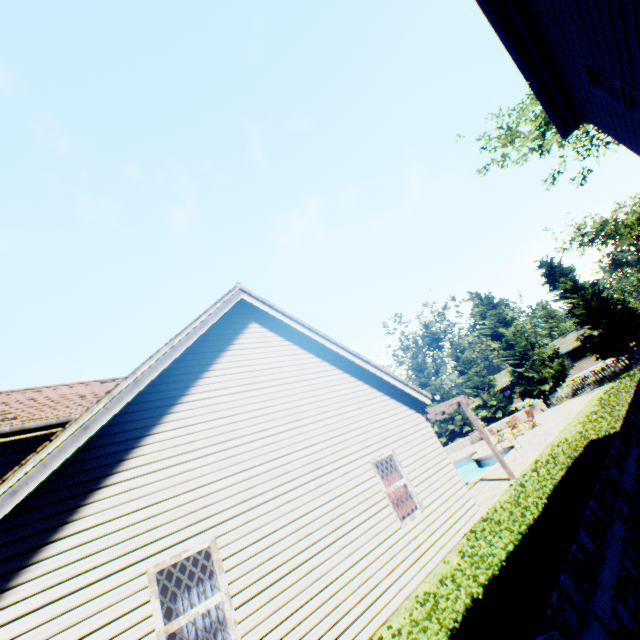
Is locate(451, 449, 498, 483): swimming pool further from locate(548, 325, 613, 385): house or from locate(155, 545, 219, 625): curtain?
locate(548, 325, 613, 385): house

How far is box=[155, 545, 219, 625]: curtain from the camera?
4.8m

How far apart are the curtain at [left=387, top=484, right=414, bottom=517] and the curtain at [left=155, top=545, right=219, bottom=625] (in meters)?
4.10

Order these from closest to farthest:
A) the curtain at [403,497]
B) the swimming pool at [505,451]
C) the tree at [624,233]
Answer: the curtain at [403,497]
the swimming pool at [505,451]
the tree at [624,233]

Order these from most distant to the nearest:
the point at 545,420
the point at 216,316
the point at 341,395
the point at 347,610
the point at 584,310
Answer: the point at 584,310 < the point at 545,420 < the point at 341,395 < the point at 216,316 < the point at 347,610

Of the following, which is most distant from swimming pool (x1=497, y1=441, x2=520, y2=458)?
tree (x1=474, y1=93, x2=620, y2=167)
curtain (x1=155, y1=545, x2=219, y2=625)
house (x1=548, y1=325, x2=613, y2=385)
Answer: house (x1=548, y1=325, x2=613, y2=385)

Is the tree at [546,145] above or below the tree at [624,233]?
above

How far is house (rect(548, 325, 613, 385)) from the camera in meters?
44.8 m
